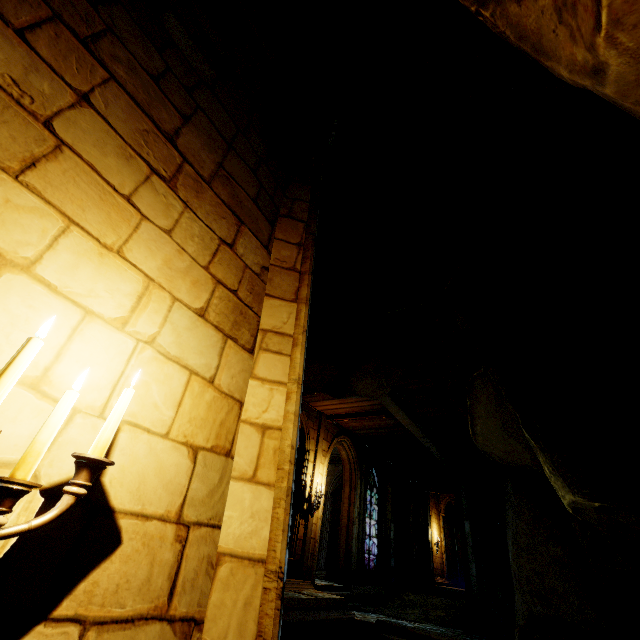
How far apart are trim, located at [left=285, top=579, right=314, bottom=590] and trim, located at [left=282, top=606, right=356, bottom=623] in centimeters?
15cm

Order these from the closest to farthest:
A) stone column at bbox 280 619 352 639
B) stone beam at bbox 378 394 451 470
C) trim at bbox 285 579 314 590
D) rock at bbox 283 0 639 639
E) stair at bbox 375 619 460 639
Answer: rock at bbox 283 0 639 639 → stone column at bbox 280 619 352 639 → stair at bbox 375 619 460 639 → trim at bbox 285 579 314 590 → stone beam at bbox 378 394 451 470

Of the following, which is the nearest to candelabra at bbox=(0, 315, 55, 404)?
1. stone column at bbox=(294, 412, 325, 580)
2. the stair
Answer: the stair

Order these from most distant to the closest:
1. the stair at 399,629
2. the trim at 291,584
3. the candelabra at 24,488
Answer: the trim at 291,584, the stair at 399,629, the candelabra at 24,488

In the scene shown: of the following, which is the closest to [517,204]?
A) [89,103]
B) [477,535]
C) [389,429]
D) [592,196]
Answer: [592,196]

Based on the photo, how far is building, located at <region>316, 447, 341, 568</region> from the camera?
16.2 meters

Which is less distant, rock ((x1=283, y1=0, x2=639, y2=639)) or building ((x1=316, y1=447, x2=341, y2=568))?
rock ((x1=283, y1=0, x2=639, y2=639))

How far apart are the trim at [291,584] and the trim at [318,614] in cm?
15
